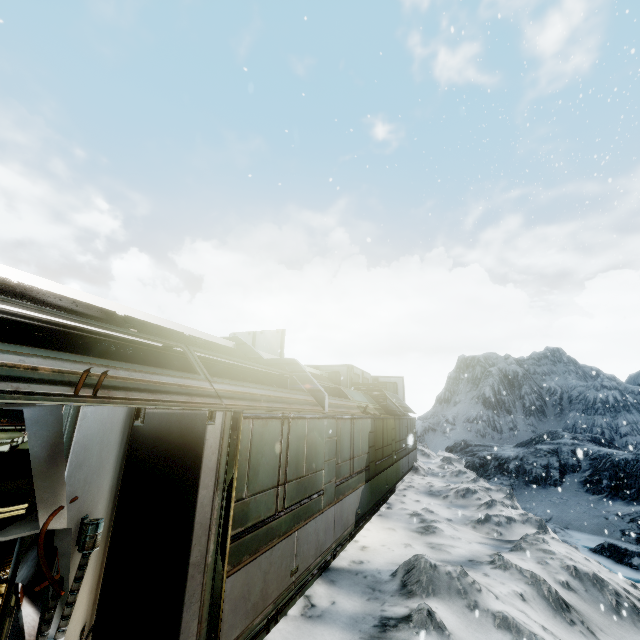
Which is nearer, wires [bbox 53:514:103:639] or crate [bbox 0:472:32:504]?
wires [bbox 53:514:103:639]

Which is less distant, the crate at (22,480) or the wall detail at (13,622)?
the wall detail at (13,622)

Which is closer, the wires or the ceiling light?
the wires

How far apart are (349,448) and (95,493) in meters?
6.6 m

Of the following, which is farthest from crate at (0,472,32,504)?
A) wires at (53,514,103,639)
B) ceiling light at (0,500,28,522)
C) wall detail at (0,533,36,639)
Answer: wires at (53,514,103,639)

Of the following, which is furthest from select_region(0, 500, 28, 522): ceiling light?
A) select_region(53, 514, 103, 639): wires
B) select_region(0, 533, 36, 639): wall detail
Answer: select_region(53, 514, 103, 639): wires

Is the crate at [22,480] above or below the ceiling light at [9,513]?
above
